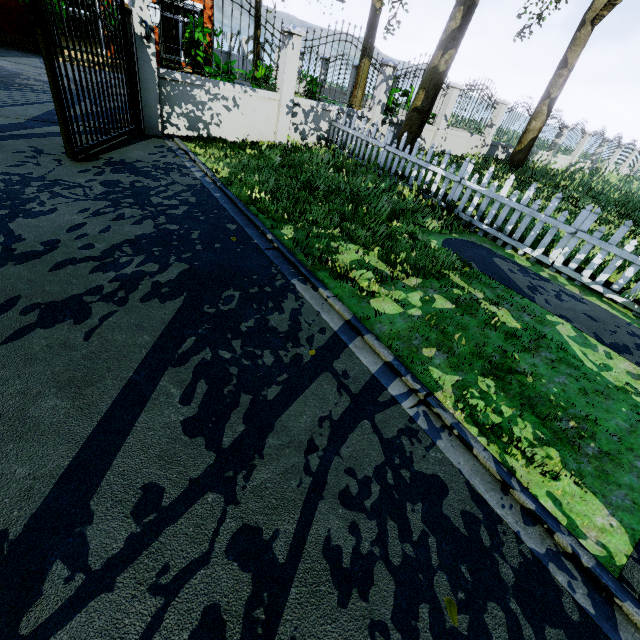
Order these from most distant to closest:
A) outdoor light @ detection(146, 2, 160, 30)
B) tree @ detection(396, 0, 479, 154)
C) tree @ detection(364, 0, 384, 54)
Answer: tree @ detection(364, 0, 384, 54) < tree @ detection(396, 0, 479, 154) < outdoor light @ detection(146, 2, 160, 30)

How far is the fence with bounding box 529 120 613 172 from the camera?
16.6 meters

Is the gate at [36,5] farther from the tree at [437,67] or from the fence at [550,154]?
the tree at [437,67]

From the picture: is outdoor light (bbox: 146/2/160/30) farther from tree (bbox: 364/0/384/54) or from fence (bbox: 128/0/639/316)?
tree (bbox: 364/0/384/54)

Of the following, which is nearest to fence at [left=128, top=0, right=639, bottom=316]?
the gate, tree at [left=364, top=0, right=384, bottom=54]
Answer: the gate

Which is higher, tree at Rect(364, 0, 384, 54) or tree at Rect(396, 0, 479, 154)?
tree at Rect(364, 0, 384, 54)

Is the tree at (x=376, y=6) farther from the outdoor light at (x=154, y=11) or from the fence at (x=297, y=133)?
the outdoor light at (x=154, y=11)

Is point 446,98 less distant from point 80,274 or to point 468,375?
point 468,375
